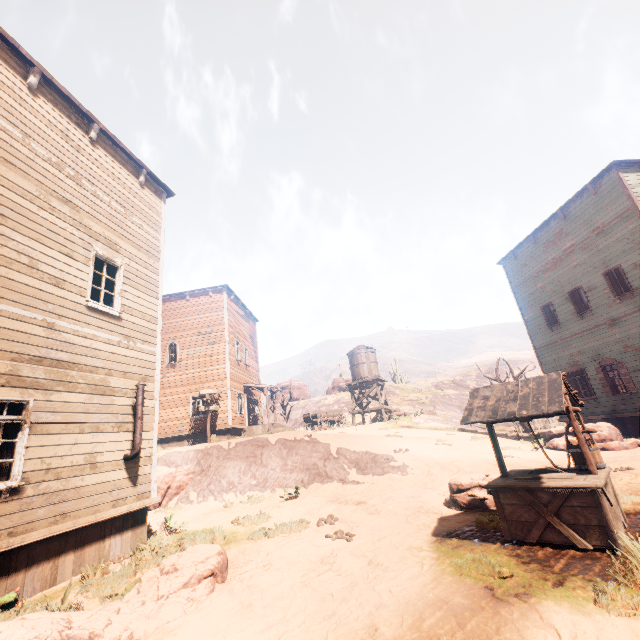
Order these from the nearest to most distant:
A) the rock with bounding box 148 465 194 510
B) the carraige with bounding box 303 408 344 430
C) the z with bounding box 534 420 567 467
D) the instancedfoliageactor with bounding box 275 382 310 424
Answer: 1. the z with bounding box 534 420 567 467
2. the rock with bounding box 148 465 194 510
3. the carraige with bounding box 303 408 344 430
4. the instancedfoliageactor with bounding box 275 382 310 424

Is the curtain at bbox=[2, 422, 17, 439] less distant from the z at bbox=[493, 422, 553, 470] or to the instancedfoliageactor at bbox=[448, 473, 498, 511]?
the z at bbox=[493, 422, 553, 470]

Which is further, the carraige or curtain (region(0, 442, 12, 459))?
the carraige

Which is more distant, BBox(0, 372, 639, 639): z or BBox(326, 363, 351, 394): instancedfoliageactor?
BBox(326, 363, 351, 394): instancedfoliageactor

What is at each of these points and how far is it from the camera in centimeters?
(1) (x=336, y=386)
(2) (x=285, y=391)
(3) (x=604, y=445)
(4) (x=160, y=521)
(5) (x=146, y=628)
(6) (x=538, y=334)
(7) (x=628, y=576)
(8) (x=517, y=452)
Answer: (1) instancedfoliageactor, 5116cm
(2) instancedfoliageactor, 5838cm
(3) instancedfoliageactor, 1199cm
(4) instancedfoliageactor, 989cm
(5) instancedfoliageactor, 385cm
(6) building, 1886cm
(7) z, 343cm
(8) z, 1292cm

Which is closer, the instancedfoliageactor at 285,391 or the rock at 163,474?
the rock at 163,474

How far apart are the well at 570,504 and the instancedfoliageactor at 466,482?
0.8 meters

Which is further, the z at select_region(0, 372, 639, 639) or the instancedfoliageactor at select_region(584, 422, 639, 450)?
the instancedfoliageactor at select_region(584, 422, 639, 450)
